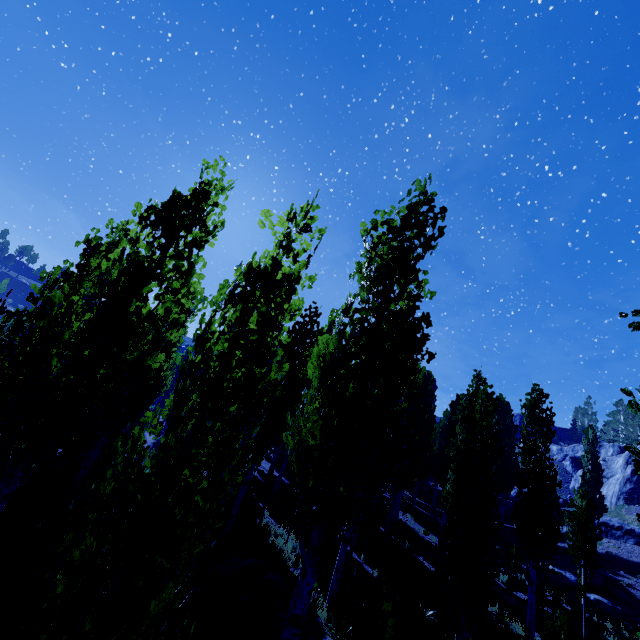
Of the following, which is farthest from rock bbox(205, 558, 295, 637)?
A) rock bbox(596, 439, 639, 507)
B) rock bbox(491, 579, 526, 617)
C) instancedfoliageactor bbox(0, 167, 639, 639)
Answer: rock bbox(596, 439, 639, 507)

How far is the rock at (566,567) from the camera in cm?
1896

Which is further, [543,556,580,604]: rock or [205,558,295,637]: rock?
[543,556,580,604]: rock

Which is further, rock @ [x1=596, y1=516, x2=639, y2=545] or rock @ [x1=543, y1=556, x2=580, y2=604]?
rock @ [x1=596, y1=516, x2=639, y2=545]

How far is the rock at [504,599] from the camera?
15.5 meters

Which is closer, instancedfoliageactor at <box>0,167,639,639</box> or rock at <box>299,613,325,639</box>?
instancedfoliageactor at <box>0,167,639,639</box>

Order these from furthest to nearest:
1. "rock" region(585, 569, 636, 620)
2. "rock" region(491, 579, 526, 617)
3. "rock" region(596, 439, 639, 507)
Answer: "rock" region(596, 439, 639, 507) < "rock" region(585, 569, 636, 620) < "rock" region(491, 579, 526, 617)

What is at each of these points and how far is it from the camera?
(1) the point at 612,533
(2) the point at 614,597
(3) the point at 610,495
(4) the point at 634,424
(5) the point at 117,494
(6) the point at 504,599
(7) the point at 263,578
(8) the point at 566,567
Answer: (1) rock, 26.7 meters
(2) rock, 18.7 meters
(3) rock, 35.7 meters
(4) instancedfoliageactor, 55.8 meters
(5) instancedfoliageactor, 2.2 meters
(6) rock, 15.8 meters
(7) rock, 9.8 meters
(8) rock, 20.8 meters
